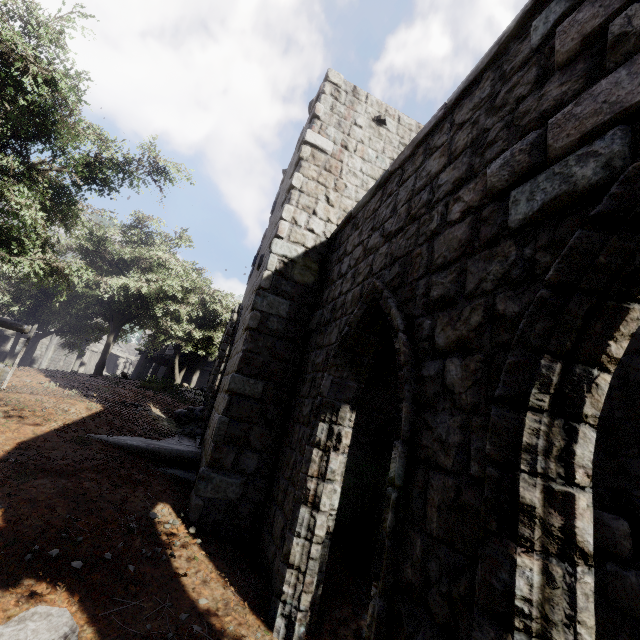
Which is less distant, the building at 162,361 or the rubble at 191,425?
the rubble at 191,425

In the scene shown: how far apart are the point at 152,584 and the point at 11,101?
7.34m

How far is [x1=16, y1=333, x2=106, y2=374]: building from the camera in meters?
23.7 m

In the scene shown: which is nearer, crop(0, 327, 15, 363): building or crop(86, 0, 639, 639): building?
crop(86, 0, 639, 639): building

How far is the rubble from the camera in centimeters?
995cm

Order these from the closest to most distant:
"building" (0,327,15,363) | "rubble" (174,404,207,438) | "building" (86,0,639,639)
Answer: "building" (86,0,639,639) → "rubble" (174,404,207,438) → "building" (0,327,15,363)

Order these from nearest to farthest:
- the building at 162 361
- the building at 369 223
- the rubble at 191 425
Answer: the building at 369 223 < the rubble at 191 425 < the building at 162 361
